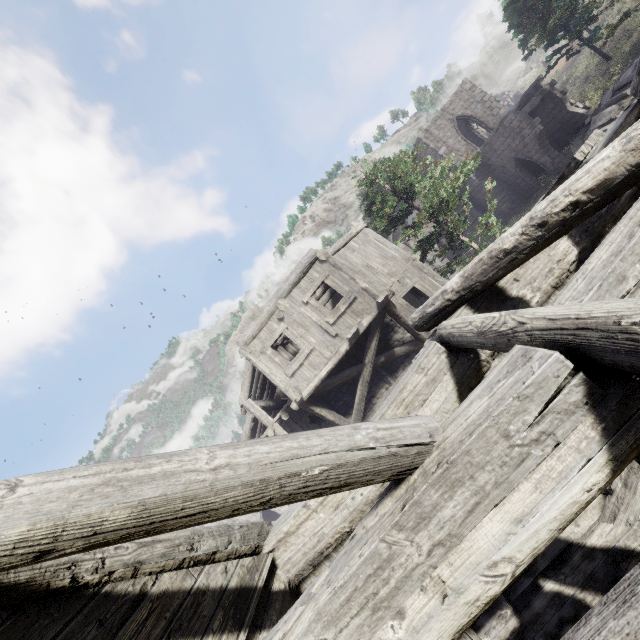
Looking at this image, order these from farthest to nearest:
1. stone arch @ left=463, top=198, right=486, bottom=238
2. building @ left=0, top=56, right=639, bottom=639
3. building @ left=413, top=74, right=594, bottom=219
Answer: stone arch @ left=463, top=198, right=486, bottom=238, building @ left=413, top=74, right=594, bottom=219, building @ left=0, top=56, right=639, bottom=639

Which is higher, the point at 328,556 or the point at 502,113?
the point at 502,113

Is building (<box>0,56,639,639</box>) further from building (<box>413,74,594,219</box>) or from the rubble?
building (<box>413,74,594,219</box>)

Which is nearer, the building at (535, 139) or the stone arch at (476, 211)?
the building at (535, 139)

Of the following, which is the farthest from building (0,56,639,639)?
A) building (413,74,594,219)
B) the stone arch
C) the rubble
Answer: building (413,74,594,219)

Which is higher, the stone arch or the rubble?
the stone arch

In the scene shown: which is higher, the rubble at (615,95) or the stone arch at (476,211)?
the stone arch at (476,211)

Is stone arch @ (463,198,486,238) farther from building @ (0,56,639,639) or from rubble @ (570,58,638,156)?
rubble @ (570,58,638,156)
